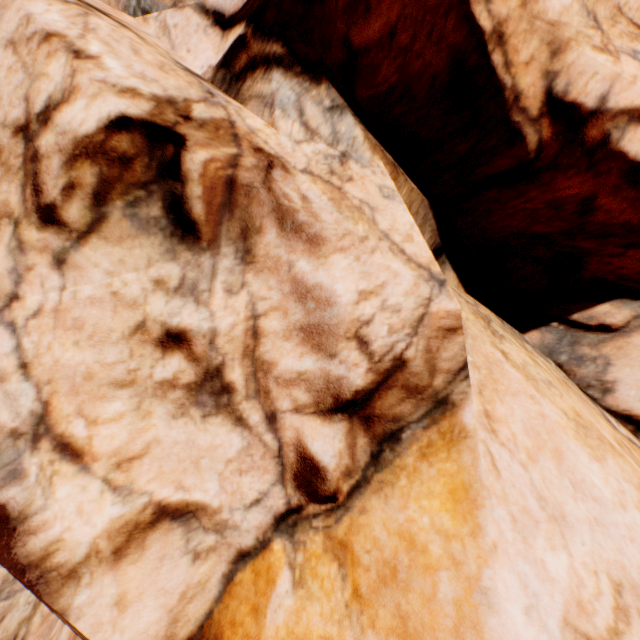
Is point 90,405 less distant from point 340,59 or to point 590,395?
point 340,59
